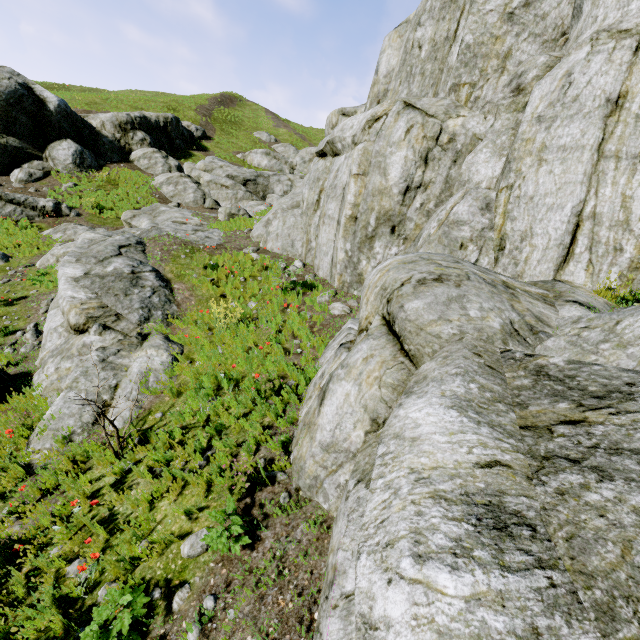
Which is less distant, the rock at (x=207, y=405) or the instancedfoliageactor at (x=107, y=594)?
the instancedfoliageactor at (x=107, y=594)

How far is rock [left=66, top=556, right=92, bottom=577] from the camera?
3.2m

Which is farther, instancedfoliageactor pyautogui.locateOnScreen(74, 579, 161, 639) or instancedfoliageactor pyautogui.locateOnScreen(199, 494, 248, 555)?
instancedfoliageactor pyautogui.locateOnScreen(199, 494, 248, 555)

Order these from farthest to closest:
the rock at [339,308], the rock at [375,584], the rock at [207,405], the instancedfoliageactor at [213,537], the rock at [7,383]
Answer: the rock at [339,308]
the rock at [7,383]
the rock at [207,405]
the instancedfoliageactor at [213,537]
the rock at [375,584]

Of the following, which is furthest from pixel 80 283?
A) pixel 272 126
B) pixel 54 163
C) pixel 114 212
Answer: pixel 272 126

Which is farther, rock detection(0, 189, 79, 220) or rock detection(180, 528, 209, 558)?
rock detection(0, 189, 79, 220)
